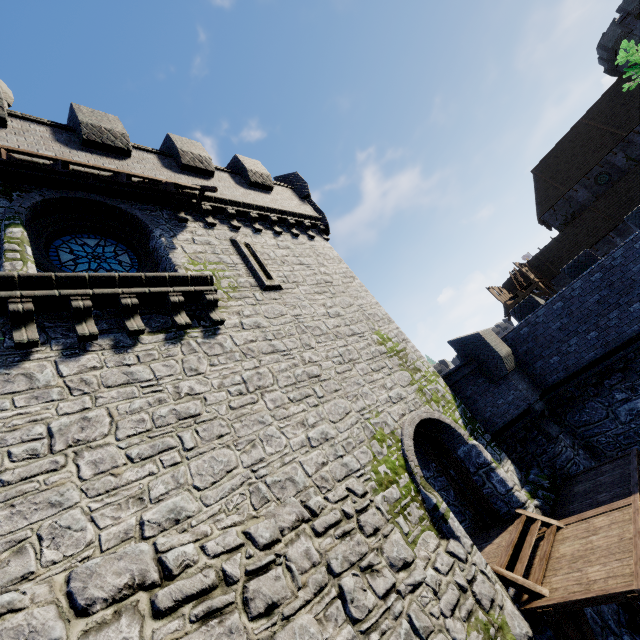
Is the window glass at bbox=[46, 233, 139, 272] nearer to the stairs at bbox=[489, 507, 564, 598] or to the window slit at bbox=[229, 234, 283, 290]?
the window slit at bbox=[229, 234, 283, 290]

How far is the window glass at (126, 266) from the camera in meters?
8.2 m

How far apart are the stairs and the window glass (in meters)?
11.51

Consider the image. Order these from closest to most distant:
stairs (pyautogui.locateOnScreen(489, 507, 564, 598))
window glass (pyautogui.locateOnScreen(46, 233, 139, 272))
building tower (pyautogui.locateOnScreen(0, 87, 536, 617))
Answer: building tower (pyautogui.locateOnScreen(0, 87, 536, 617)) → stairs (pyautogui.locateOnScreen(489, 507, 564, 598)) → window glass (pyautogui.locateOnScreen(46, 233, 139, 272))

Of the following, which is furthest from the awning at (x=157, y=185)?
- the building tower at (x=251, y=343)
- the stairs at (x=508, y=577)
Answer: the stairs at (x=508, y=577)

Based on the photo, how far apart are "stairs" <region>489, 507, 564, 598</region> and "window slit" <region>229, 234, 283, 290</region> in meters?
9.1 m

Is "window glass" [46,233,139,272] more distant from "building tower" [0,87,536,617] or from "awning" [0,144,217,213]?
"awning" [0,144,217,213]

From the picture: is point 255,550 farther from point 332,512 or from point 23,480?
point 23,480
